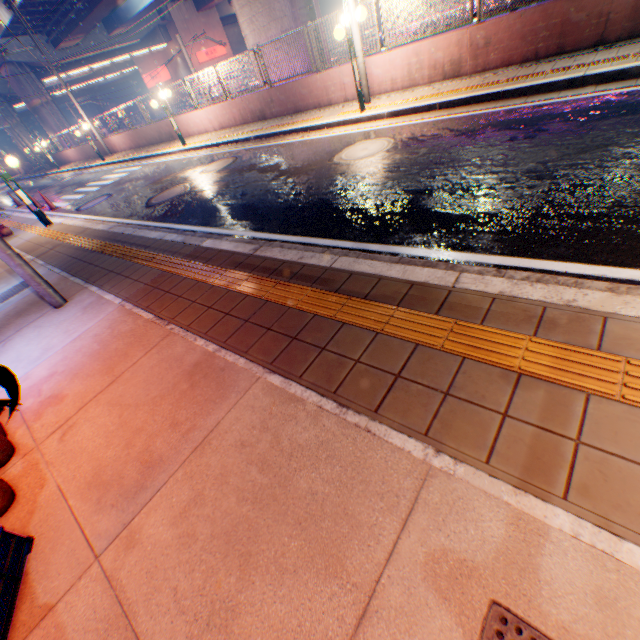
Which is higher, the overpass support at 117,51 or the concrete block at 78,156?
the overpass support at 117,51

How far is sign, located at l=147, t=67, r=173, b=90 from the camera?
40.81m

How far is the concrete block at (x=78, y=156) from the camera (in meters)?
25.35

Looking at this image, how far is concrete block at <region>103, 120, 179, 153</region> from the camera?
17.7 meters

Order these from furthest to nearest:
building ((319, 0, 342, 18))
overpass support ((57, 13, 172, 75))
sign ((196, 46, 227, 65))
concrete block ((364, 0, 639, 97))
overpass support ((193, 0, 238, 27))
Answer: building ((319, 0, 342, 18))
sign ((196, 46, 227, 65))
overpass support ((193, 0, 238, 27))
overpass support ((57, 13, 172, 75))
concrete block ((364, 0, 639, 97))

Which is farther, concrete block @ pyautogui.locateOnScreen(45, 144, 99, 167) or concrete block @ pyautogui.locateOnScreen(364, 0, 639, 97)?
concrete block @ pyautogui.locateOnScreen(45, 144, 99, 167)

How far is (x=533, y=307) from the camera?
2.4 meters

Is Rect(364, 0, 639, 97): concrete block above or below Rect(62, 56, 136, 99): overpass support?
below
